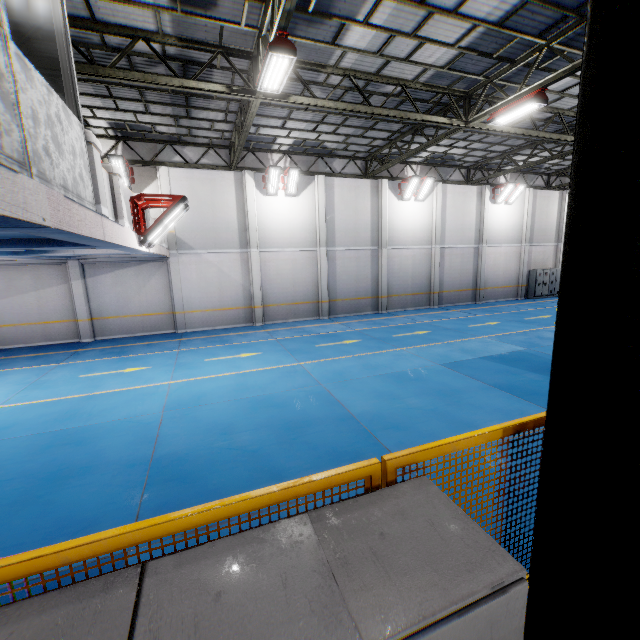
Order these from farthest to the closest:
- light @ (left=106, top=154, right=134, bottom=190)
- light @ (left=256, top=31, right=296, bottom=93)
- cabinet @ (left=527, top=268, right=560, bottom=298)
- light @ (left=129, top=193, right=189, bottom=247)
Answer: cabinet @ (left=527, top=268, right=560, bottom=298)
light @ (left=106, top=154, right=134, bottom=190)
light @ (left=129, top=193, right=189, bottom=247)
light @ (left=256, top=31, right=296, bottom=93)

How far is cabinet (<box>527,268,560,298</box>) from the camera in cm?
2405

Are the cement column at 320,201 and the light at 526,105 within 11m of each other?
yes

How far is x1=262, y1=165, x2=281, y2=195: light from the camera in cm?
1575

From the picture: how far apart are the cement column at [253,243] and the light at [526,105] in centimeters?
1062cm

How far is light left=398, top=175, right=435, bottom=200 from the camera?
18.69m

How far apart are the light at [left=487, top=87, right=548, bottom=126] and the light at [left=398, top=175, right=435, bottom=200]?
7.7m

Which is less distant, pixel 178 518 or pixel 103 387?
pixel 178 518
